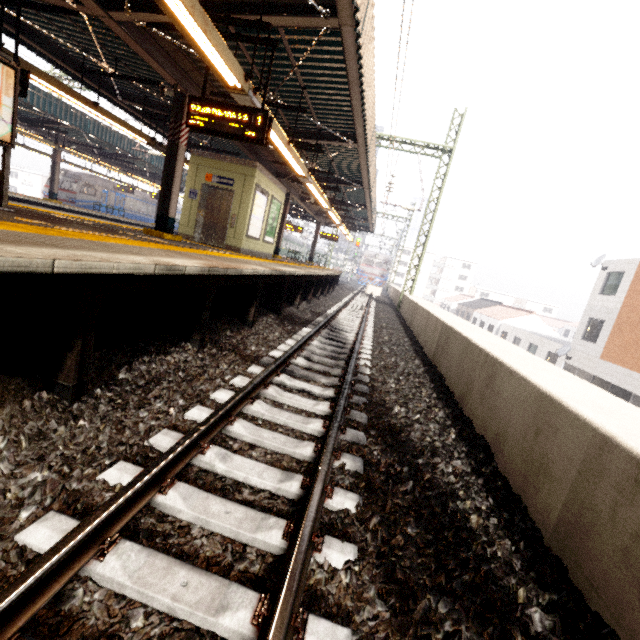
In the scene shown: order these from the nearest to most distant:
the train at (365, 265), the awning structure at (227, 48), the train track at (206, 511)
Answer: the train track at (206, 511)
the awning structure at (227, 48)
the train at (365, 265)

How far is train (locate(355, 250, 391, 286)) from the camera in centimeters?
3950cm

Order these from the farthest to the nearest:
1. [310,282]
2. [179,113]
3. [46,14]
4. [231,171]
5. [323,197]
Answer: [323,197], [310,282], [231,171], [179,113], [46,14]

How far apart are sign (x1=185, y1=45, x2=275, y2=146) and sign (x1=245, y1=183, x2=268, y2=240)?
4.8m

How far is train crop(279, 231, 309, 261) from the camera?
44.1m

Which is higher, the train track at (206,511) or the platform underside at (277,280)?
the platform underside at (277,280)

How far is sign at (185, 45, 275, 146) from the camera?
5.52m

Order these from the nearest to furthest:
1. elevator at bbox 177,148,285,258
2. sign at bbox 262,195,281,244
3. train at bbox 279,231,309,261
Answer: elevator at bbox 177,148,285,258 → sign at bbox 262,195,281,244 → train at bbox 279,231,309,261
